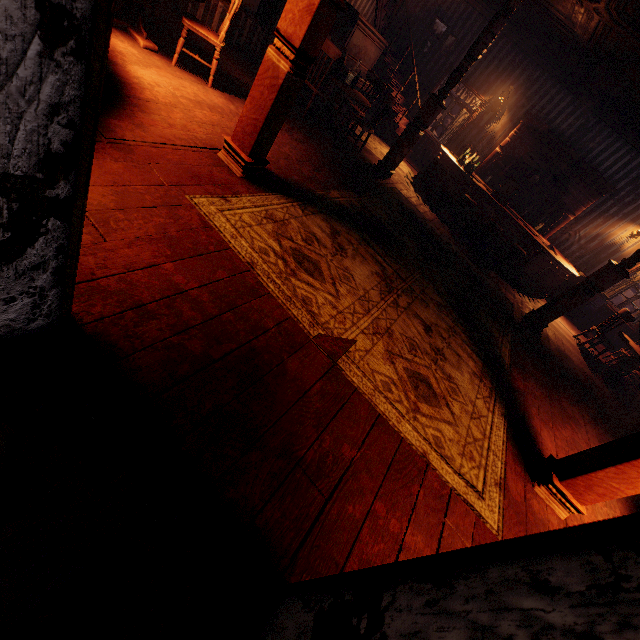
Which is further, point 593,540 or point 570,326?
point 570,326

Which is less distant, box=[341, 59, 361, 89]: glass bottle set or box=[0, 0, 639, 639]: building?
box=[0, 0, 639, 639]: building

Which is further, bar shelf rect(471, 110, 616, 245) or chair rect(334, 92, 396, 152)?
bar shelf rect(471, 110, 616, 245)

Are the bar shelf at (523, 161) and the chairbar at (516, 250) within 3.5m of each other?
yes

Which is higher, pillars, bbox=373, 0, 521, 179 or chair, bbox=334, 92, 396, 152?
chair, bbox=334, 92, 396, 152

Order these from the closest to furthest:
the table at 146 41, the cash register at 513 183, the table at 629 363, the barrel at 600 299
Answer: the table at 146 41, the table at 629 363, the cash register at 513 183, the barrel at 600 299

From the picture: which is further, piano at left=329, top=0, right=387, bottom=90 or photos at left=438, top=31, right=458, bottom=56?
photos at left=438, top=31, right=458, bottom=56

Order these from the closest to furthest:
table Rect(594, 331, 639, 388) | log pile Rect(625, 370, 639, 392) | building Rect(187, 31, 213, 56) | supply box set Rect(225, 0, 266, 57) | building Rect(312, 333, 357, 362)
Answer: building Rect(312, 333, 357, 362) → building Rect(187, 31, 213, 56) → supply box set Rect(225, 0, 266, 57) → table Rect(594, 331, 639, 388) → log pile Rect(625, 370, 639, 392)
